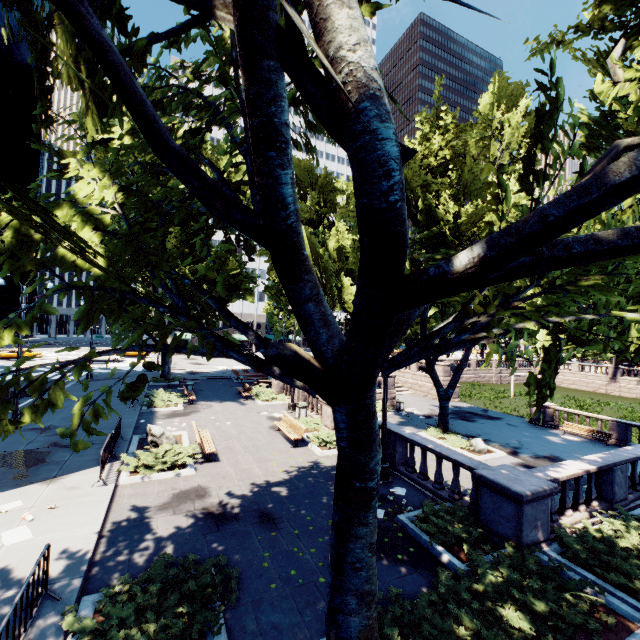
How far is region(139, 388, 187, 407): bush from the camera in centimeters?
2070cm

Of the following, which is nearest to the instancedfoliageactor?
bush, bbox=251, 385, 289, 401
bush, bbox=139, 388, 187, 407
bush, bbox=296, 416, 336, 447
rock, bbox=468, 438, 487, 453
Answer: bush, bbox=296, 416, 336, 447

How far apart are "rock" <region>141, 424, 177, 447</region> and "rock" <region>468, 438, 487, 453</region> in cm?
1639

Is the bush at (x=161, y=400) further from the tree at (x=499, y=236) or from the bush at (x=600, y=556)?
the bush at (x=600, y=556)

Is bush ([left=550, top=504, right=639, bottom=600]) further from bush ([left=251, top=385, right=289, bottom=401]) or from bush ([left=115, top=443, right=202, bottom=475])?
bush ([left=251, top=385, right=289, bottom=401])

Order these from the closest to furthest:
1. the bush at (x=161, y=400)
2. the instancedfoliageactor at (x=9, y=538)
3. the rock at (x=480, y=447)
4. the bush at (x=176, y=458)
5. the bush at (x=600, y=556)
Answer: the bush at (x=600, y=556)
the instancedfoliageactor at (x=9, y=538)
the bush at (x=176, y=458)
the rock at (x=480, y=447)
the bush at (x=161, y=400)

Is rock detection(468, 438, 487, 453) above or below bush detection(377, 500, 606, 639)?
below

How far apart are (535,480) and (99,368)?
43.6 meters
